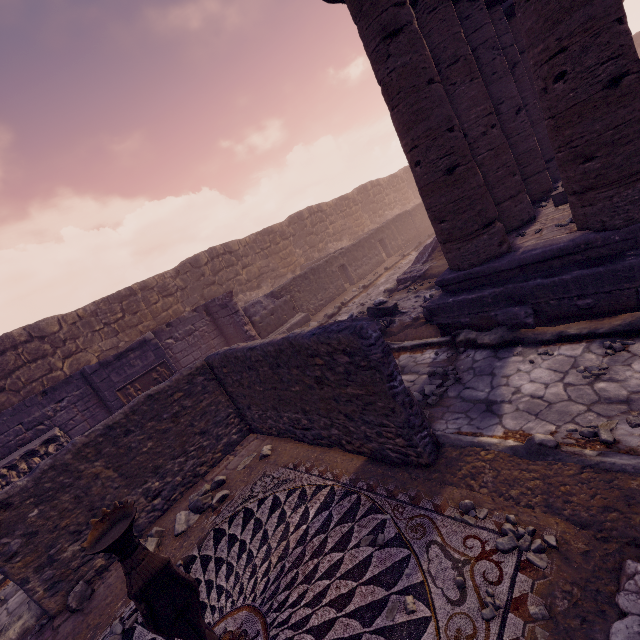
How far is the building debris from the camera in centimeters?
1252cm

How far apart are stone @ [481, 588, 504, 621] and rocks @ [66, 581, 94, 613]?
5.4 meters

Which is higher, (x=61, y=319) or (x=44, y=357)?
(x=61, y=319)

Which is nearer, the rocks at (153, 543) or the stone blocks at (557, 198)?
the rocks at (153, 543)

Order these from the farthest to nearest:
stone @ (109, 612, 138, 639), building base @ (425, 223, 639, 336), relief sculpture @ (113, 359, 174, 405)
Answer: relief sculpture @ (113, 359, 174, 405) < building base @ (425, 223, 639, 336) < stone @ (109, 612, 138, 639)

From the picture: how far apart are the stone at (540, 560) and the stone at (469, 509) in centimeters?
18cm

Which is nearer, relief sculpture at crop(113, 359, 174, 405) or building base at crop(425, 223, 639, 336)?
building base at crop(425, 223, 639, 336)

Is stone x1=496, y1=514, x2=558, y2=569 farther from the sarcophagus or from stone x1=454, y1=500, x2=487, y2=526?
the sarcophagus
